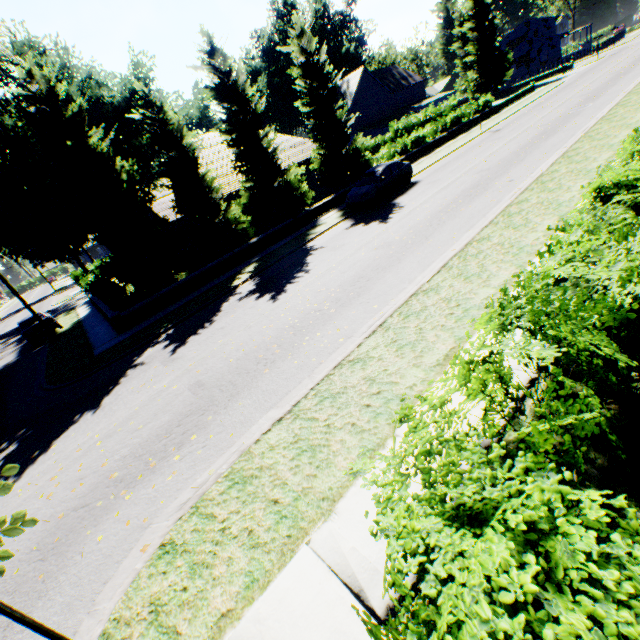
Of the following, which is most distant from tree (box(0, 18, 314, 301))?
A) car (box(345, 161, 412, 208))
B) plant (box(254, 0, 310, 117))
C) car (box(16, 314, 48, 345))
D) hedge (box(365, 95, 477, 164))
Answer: car (box(16, 314, 48, 345))

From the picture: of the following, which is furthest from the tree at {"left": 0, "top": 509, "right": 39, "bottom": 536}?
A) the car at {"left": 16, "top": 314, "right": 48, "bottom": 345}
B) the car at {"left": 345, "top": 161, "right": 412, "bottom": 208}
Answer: the car at {"left": 16, "top": 314, "right": 48, "bottom": 345}

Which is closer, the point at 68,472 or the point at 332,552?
the point at 332,552

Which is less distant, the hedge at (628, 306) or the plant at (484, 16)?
the hedge at (628, 306)

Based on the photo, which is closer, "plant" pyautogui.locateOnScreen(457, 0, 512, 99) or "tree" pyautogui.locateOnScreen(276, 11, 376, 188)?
"tree" pyautogui.locateOnScreen(276, 11, 376, 188)

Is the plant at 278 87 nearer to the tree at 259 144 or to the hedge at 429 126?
the tree at 259 144

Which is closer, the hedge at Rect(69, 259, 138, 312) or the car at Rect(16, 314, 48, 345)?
the hedge at Rect(69, 259, 138, 312)

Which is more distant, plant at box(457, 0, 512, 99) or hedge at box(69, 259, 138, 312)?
plant at box(457, 0, 512, 99)
